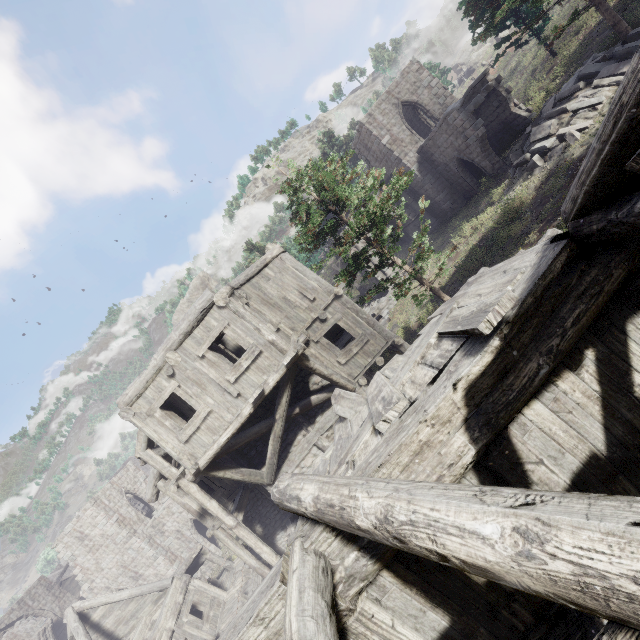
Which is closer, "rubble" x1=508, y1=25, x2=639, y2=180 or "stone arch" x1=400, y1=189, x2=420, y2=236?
"rubble" x1=508, y1=25, x2=639, y2=180

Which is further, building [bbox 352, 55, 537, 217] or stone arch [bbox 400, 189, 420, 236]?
stone arch [bbox 400, 189, 420, 236]

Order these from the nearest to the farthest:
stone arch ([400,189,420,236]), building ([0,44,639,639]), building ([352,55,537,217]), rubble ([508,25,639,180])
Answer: building ([0,44,639,639]) → rubble ([508,25,639,180]) → building ([352,55,537,217]) → stone arch ([400,189,420,236])

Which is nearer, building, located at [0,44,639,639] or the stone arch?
building, located at [0,44,639,639]

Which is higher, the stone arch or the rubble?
the stone arch

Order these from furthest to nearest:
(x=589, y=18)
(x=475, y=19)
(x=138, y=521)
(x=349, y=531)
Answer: (x=138, y=521) → (x=475, y=19) → (x=589, y=18) → (x=349, y=531)

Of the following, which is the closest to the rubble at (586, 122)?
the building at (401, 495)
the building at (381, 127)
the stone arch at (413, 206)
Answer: the building at (381, 127)

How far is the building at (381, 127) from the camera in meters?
18.8 m
